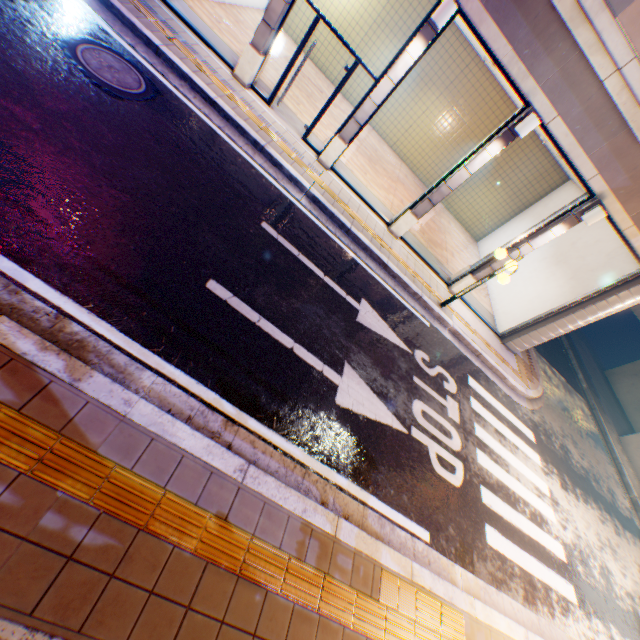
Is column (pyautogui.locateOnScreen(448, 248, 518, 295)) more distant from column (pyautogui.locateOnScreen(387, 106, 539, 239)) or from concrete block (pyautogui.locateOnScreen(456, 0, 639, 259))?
column (pyautogui.locateOnScreen(387, 106, 539, 239))

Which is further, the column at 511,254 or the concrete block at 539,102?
the column at 511,254

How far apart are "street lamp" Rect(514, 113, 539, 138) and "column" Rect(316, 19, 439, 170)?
2.61m

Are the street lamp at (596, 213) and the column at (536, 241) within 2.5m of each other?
yes

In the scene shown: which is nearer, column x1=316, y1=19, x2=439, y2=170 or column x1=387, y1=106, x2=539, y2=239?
column x1=316, y1=19, x2=439, y2=170

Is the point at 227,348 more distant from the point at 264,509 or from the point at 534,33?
the point at 534,33

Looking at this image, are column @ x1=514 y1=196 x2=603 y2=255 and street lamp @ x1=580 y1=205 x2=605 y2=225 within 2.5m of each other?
yes

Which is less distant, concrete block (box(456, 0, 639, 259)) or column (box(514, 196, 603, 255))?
concrete block (box(456, 0, 639, 259))
